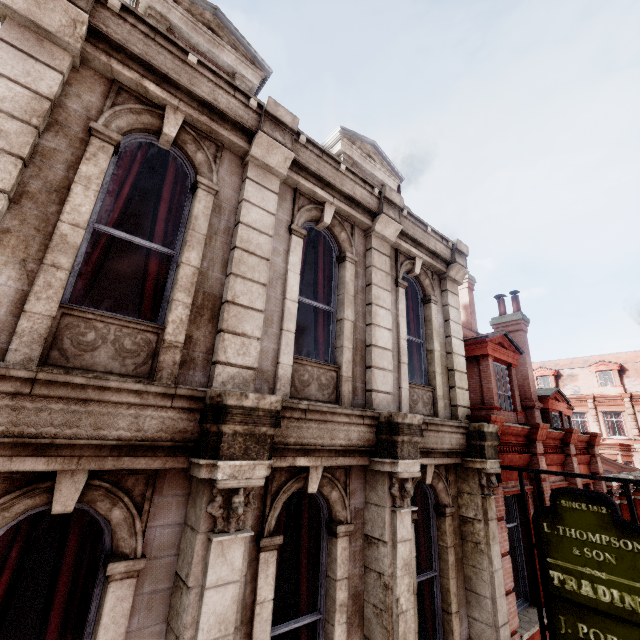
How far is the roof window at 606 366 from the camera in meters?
29.2 m

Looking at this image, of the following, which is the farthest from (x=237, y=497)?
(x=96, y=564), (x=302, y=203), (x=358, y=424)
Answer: (x=302, y=203)

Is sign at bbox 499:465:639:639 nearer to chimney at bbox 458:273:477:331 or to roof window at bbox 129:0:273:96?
roof window at bbox 129:0:273:96

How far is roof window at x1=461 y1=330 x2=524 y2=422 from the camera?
9.31m

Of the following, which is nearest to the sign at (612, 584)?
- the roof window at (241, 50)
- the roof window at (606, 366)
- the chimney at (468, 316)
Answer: the roof window at (241, 50)

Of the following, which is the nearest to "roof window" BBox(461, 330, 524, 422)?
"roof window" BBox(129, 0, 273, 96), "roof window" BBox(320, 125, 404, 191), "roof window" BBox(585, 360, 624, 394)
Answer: "roof window" BBox(320, 125, 404, 191)

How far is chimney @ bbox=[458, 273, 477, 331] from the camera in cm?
1505

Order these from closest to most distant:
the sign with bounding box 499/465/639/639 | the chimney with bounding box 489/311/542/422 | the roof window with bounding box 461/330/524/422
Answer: the sign with bounding box 499/465/639/639 → the roof window with bounding box 461/330/524/422 → the chimney with bounding box 489/311/542/422
